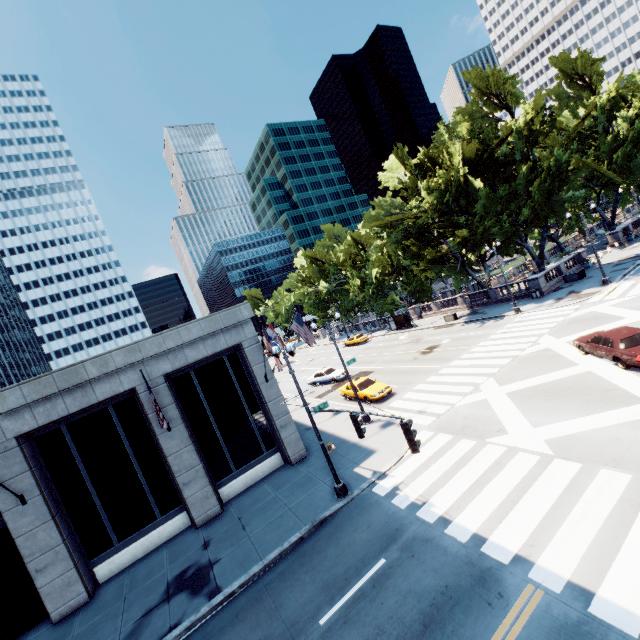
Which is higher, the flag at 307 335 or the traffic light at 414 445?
the flag at 307 335

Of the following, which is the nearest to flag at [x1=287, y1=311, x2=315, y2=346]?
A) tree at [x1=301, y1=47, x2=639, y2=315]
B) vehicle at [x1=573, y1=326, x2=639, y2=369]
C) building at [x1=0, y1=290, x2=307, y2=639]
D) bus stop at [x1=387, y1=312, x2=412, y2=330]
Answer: building at [x1=0, y1=290, x2=307, y2=639]

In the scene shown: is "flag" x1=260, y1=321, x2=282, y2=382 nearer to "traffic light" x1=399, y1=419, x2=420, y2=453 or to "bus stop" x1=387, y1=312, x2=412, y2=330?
"traffic light" x1=399, y1=419, x2=420, y2=453

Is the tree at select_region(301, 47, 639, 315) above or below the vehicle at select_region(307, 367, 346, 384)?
above

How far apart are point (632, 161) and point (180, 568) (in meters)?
61.83

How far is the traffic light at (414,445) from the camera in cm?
826

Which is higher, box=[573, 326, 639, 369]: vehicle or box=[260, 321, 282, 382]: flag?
box=[260, 321, 282, 382]: flag

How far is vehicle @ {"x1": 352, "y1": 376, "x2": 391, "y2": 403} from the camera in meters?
23.2
